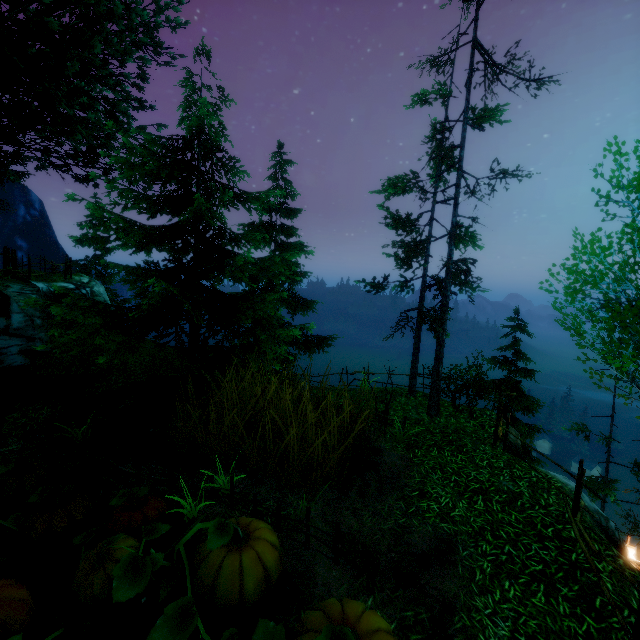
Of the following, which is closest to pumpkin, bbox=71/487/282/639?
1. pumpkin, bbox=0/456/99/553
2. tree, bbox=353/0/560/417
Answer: pumpkin, bbox=0/456/99/553

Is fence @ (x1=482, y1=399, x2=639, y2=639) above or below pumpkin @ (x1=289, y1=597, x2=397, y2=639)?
below

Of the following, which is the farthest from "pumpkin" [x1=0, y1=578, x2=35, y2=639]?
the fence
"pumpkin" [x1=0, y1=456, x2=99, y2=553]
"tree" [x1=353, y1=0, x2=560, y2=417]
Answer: "tree" [x1=353, y1=0, x2=560, y2=417]

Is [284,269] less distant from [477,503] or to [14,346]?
[14,346]

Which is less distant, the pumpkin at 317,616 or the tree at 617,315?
the pumpkin at 317,616

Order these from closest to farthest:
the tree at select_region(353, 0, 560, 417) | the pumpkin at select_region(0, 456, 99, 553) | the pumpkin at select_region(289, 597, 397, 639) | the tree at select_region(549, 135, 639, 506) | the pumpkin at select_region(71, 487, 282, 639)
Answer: the pumpkin at select_region(289, 597, 397, 639) → the pumpkin at select_region(71, 487, 282, 639) → the pumpkin at select_region(0, 456, 99, 553) → the tree at select_region(549, 135, 639, 506) → the tree at select_region(353, 0, 560, 417)

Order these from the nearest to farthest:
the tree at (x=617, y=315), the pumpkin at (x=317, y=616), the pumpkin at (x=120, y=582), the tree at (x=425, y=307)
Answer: the pumpkin at (x=317, y=616) → the pumpkin at (x=120, y=582) → the tree at (x=617, y=315) → the tree at (x=425, y=307)

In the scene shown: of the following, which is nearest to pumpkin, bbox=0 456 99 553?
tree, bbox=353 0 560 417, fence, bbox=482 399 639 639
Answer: fence, bbox=482 399 639 639
